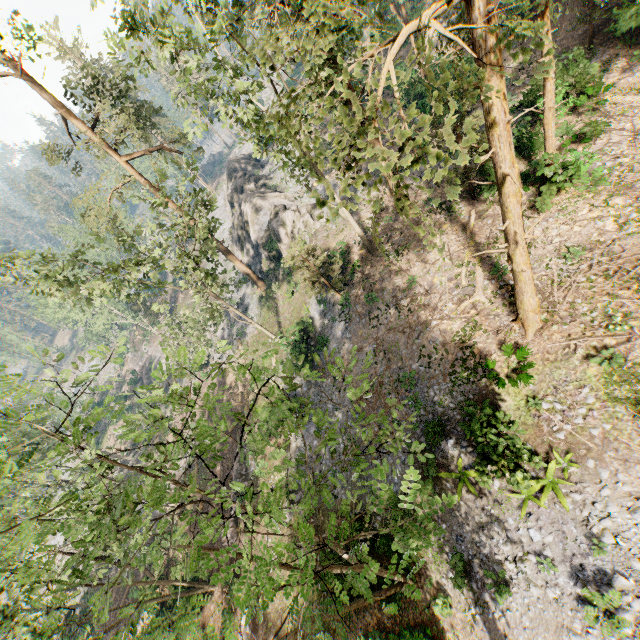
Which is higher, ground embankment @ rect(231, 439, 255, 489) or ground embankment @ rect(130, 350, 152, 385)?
ground embankment @ rect(231, 439, 255, 489)

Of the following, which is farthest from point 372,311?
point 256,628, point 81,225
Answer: point 81,225

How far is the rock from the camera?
31.3 meters

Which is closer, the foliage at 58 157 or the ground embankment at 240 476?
the foliage at 58 157

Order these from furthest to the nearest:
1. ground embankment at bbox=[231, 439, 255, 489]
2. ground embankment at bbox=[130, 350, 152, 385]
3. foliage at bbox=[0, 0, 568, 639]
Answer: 1. ground embankment at bbox=[130, 350, 152, 385]
2. ground embankment at bbox=[231, 439, 255, 489]
3. foliage at bbox=[0, 0, 568, 639]

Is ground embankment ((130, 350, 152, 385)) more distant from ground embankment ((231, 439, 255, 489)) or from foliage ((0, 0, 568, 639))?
ground embankment ((231, 439, 255, 489))

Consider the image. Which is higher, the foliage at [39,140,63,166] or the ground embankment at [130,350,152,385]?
the foliage at [39,140,63,166]

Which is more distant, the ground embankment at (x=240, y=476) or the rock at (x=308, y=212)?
the rock at (x=308, y=212)
